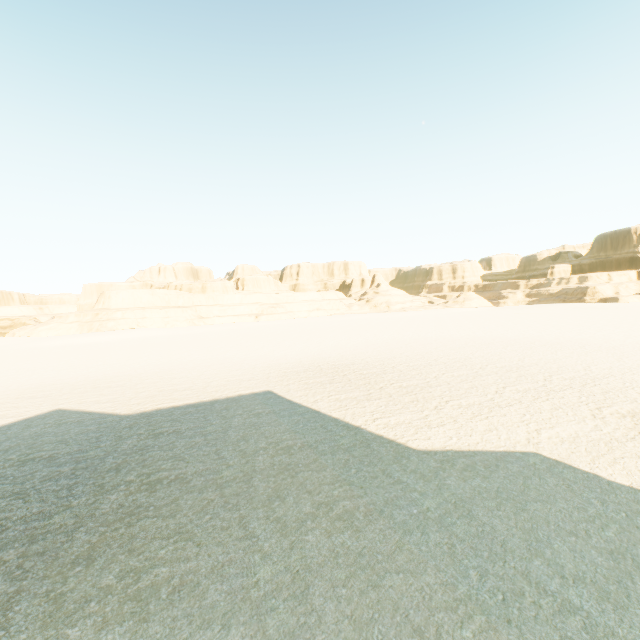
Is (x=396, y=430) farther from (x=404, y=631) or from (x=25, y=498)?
A: (x=25, y=498)
